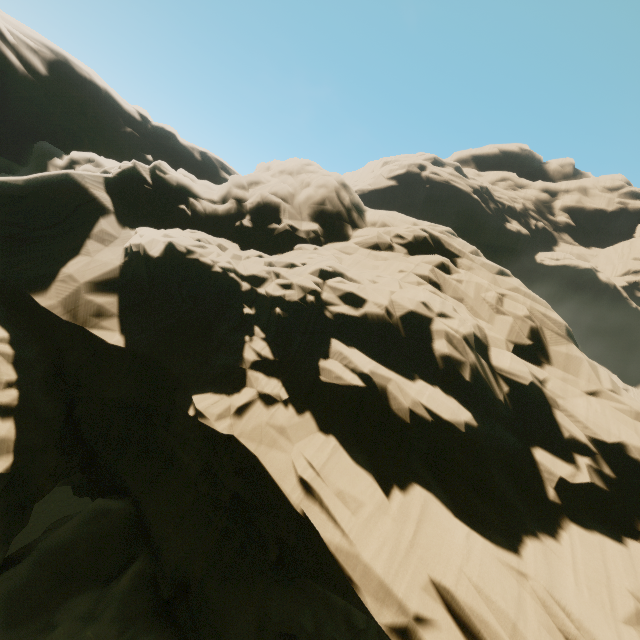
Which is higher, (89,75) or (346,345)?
(89,75)
